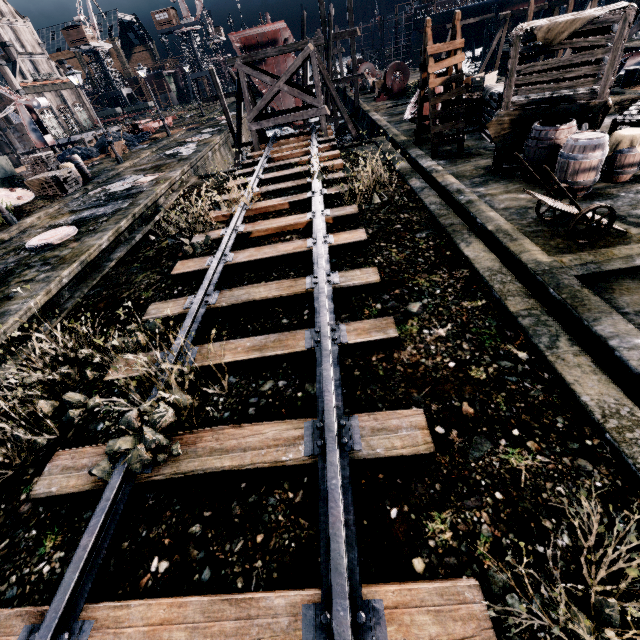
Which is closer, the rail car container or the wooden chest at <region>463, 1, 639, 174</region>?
the wooden chest at <region>463, 1, 639, 174</region>

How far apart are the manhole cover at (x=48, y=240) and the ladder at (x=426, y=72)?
14.3 meters

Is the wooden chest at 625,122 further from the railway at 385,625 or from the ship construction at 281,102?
the ship construction at 281,102

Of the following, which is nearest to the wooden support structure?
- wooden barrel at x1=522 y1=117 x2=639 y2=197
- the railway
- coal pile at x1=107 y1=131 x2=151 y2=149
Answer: the railway

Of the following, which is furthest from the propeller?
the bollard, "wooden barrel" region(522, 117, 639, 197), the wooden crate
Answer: "wooden barrel" region(522, 117, 639, 197)

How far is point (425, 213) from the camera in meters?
9.9

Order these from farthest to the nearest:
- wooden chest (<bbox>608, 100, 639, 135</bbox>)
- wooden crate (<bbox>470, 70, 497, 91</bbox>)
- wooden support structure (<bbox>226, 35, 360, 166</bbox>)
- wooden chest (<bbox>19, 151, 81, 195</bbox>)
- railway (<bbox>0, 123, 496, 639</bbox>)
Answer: wooden support structure (<bbox>226, 35, 360, 166</bbox>)
wooden chest (<bbox>19, 151, 81, 195</bbox>)
wooden crate (<bbox>470, 70, 497, 91</bbox>)
wooden chest (<bbox>608, 100, 639, 135</bbox>)
railway (<bbox>0, 123, 496, 639</bbox>)

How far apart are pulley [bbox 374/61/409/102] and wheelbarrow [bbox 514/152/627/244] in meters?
26.1 m
